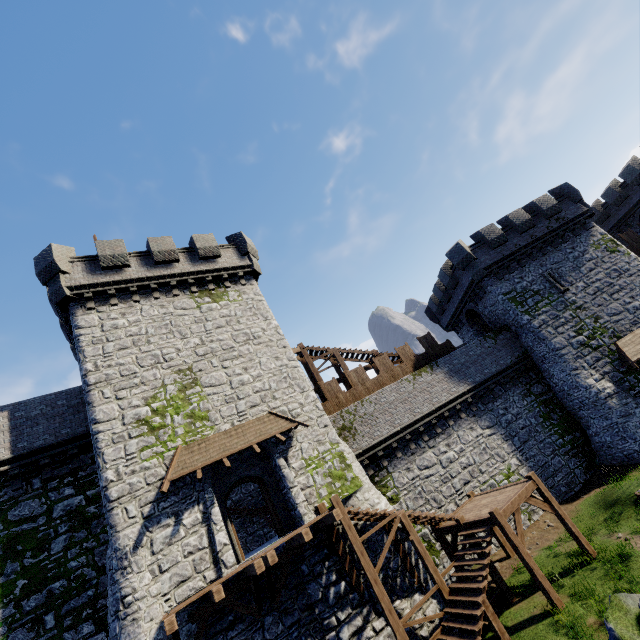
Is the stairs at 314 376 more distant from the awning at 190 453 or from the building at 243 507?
the awning at 190 453

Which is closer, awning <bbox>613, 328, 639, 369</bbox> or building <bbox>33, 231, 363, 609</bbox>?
building <bbox>33, 231, 363, 609</bbox>

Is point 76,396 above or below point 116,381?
above

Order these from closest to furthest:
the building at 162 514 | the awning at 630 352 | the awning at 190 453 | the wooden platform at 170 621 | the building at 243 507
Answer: the wooden platform at 170 621, the building at 162 514, the awning at 190 453, the building at 243 507, the awning at 630 352

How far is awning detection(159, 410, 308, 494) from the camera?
12.5m

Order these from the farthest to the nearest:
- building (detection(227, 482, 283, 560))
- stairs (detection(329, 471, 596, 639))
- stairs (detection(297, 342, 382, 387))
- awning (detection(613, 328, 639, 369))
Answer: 1. stairs (detection(297, 342, 382, 387))
2. awning (detection(613, 328, 639, 369))
3. building (detection(227, 482, 283, 560))
4. stairs (detection(329, 471, 596, 639))

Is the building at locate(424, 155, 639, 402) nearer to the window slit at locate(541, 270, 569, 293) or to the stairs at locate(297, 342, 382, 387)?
the window slit at locate(541, 270, 569, 293)

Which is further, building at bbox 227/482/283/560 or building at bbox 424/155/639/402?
building at bbox 424/155/639/402
